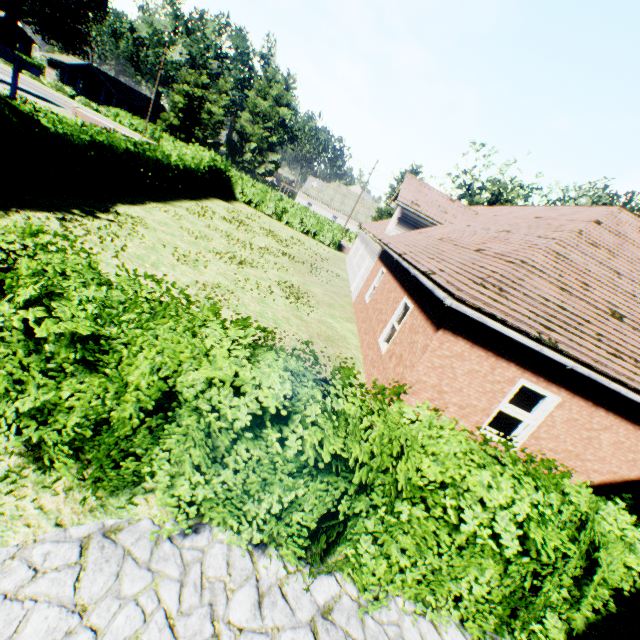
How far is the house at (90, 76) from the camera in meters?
54.3

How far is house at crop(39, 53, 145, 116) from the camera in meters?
54.3 m

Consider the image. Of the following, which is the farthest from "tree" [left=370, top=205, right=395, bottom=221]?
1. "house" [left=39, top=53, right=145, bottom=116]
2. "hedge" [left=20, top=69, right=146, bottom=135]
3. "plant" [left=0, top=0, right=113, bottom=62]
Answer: "house" [left=39, top=53, right=145, bottom=116]

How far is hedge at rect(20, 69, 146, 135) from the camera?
44.56m

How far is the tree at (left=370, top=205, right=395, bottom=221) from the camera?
30.6 meters

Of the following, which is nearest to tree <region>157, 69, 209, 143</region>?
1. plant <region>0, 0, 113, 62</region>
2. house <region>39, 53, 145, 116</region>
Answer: plant <region>0, 0, 113, 62</region>

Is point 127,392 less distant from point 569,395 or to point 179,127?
point 569,395

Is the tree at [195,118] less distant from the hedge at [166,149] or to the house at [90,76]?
the hedge at [166,149]
